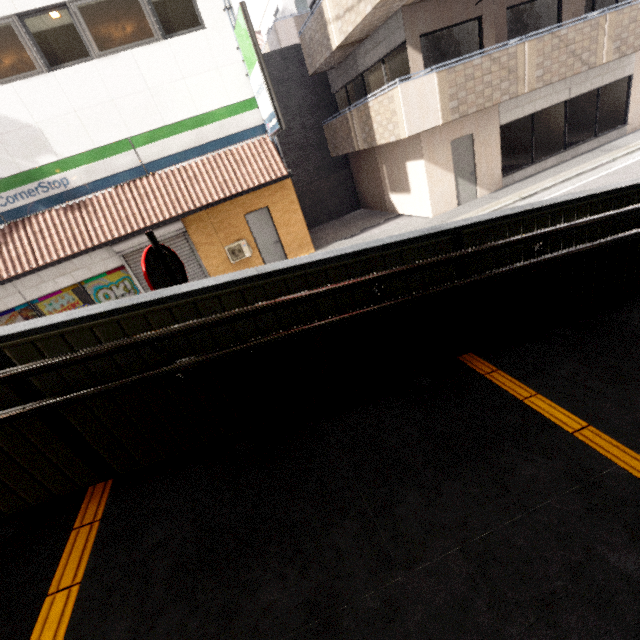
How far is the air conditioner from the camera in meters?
10.8 m

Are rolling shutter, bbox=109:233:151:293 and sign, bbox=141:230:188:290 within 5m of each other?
no

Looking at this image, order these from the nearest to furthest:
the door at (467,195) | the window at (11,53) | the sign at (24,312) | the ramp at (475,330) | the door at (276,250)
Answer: the ramp at (475,330)
the window at (11,53)
the sign at (24,312)
the door at (467,195)
the door at (276,250)

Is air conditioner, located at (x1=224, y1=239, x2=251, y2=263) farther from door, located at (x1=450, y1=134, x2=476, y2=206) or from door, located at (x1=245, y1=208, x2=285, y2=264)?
door, located at (x1=450, y1=134, x2=476, y2=206)

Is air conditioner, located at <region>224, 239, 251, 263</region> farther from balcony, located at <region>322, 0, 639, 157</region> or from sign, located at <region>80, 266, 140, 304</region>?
balcony, located at <region>322, 0, 639, 157</region>

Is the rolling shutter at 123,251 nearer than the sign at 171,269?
No

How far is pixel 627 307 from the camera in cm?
325

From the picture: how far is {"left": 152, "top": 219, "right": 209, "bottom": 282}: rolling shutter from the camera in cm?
1000
